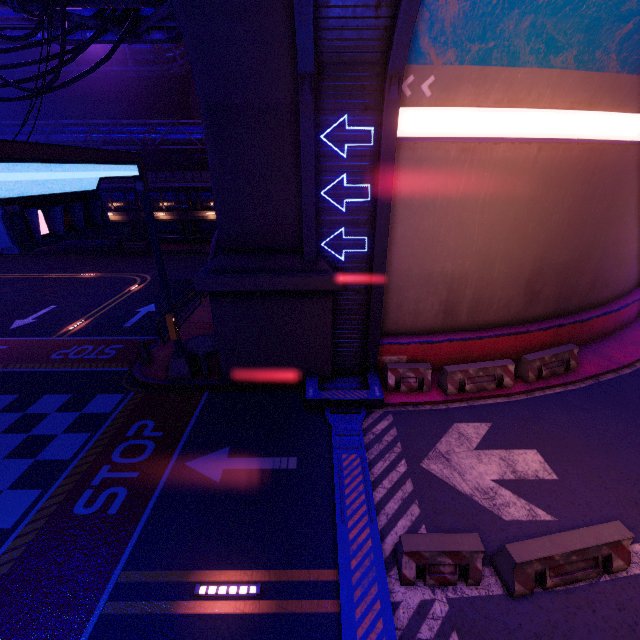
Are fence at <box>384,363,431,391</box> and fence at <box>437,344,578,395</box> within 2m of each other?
yes

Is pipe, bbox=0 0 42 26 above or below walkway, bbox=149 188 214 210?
above

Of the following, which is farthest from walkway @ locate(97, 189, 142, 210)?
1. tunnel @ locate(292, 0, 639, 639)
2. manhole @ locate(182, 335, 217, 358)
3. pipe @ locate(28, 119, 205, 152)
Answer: tunnel @ locate(292, 0, 639, 639)

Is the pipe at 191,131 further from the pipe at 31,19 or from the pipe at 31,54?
the pipe at 31,19

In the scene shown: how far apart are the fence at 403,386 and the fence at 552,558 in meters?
4.9

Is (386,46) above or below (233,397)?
above

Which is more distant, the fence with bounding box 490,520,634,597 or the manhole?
the manhole

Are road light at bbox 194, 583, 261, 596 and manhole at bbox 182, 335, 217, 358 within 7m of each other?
no
